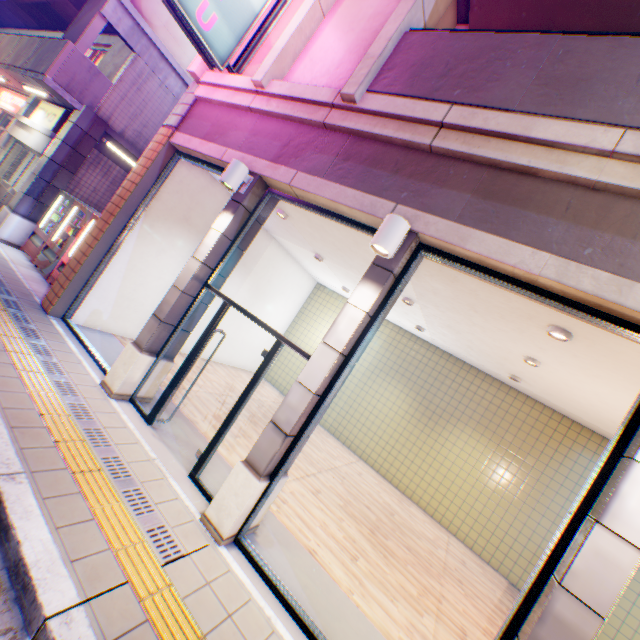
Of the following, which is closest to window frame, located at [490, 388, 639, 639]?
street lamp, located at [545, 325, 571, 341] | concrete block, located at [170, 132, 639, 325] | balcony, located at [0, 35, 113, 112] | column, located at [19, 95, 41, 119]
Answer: concrete block, located at [170, 132, 639, 325]

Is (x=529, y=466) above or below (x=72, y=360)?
above

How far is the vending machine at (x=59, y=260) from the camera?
8.02m

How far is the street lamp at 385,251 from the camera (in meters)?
3.50

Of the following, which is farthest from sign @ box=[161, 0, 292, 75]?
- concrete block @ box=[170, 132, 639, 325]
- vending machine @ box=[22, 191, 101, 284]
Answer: vending machine @ box=[22, 191, 101, 284]

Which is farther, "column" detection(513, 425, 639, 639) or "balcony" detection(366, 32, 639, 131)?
"balcony" detection(366, 32, 639, 131)

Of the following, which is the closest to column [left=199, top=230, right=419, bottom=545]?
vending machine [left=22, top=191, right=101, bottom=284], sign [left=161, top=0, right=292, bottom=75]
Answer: sign [left=161, top=0, right=292, bottom=75]

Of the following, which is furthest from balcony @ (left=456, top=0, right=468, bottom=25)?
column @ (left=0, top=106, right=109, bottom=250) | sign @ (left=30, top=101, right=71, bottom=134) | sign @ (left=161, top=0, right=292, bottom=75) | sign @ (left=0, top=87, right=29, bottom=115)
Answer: sign @ (left=0, top=87, right=29, bottom=115)
